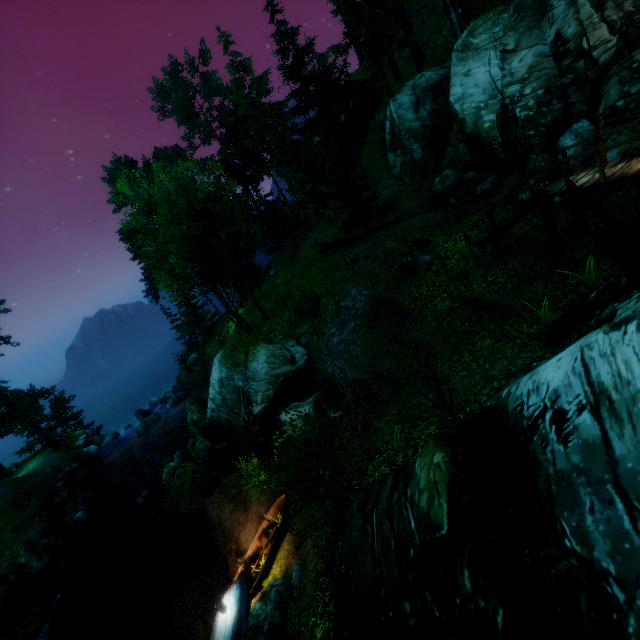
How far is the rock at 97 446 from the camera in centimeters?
3098cm

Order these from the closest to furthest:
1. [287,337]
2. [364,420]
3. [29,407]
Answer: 1. [364,420]
2. [287,337]
3. [29,407]

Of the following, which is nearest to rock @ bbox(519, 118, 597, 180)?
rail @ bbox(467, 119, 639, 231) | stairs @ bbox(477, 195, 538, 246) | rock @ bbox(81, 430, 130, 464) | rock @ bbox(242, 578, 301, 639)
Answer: rail @ bbox(467, 119, 639, 231)

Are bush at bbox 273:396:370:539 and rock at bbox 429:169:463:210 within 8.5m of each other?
no

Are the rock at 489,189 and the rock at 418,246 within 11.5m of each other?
yes

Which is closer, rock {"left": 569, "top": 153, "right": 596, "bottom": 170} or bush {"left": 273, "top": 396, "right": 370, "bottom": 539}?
bush {"left": 273, "top": 396, "right": 370, "bottom": 539}

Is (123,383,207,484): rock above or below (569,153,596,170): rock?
below

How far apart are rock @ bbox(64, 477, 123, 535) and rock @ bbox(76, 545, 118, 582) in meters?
4.8
